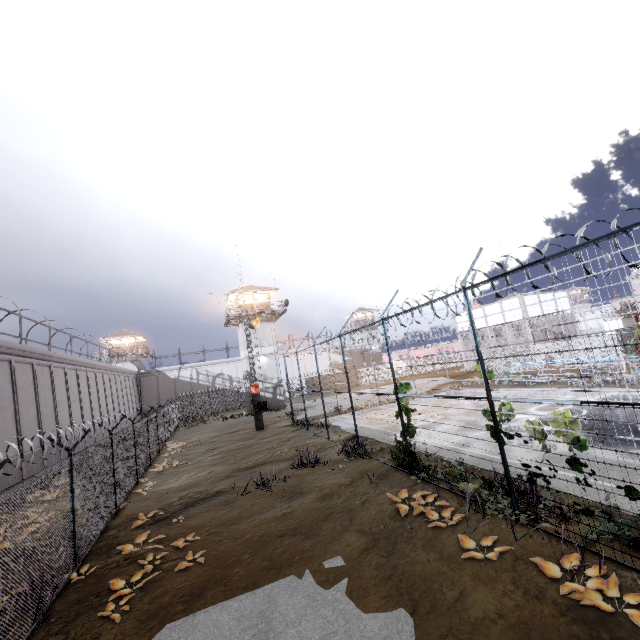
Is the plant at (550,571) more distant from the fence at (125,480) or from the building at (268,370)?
the building at (268,370)

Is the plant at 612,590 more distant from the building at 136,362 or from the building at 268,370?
the building at 136,362

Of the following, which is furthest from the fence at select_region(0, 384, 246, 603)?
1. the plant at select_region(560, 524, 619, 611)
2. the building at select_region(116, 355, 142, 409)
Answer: the building at select_region(116, 355, 142, 409)

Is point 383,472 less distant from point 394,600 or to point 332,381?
point 394,600

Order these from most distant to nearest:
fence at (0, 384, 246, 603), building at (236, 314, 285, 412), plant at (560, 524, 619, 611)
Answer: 1. building at (236, 314, 285, 412)
2. fence at (0, 384, 246, 603)
3. plant at (560, 524, 619, 611)

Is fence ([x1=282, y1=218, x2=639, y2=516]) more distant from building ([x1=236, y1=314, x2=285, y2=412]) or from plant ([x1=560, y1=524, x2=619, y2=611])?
building ([x1=236, y1=314, x2=285, y2=412])

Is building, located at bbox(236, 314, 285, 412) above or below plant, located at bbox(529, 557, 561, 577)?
above

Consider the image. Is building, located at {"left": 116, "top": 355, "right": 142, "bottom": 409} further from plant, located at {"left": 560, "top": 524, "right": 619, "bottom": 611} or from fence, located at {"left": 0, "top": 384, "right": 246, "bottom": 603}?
plant, located at {"left": 560, "top": 524, "right": 619, "bottom": 611}
